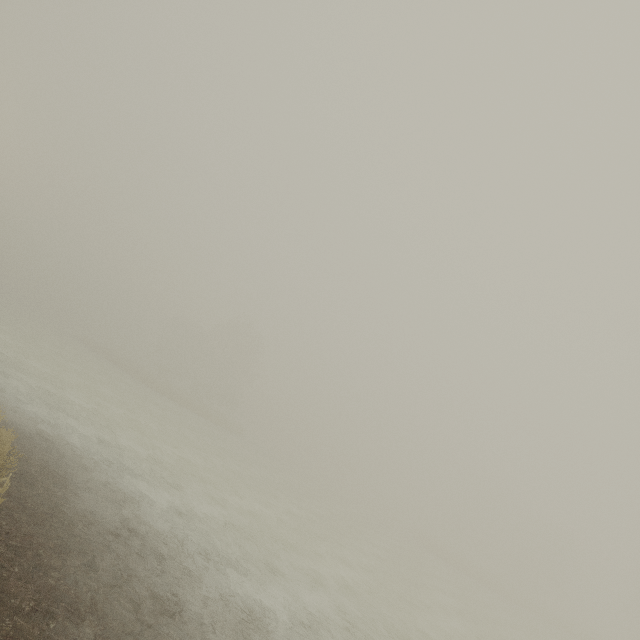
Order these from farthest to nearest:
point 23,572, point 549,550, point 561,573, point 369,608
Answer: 1. point 549,550
2. point 561,573
3. point 369,608
4. point 23,572
